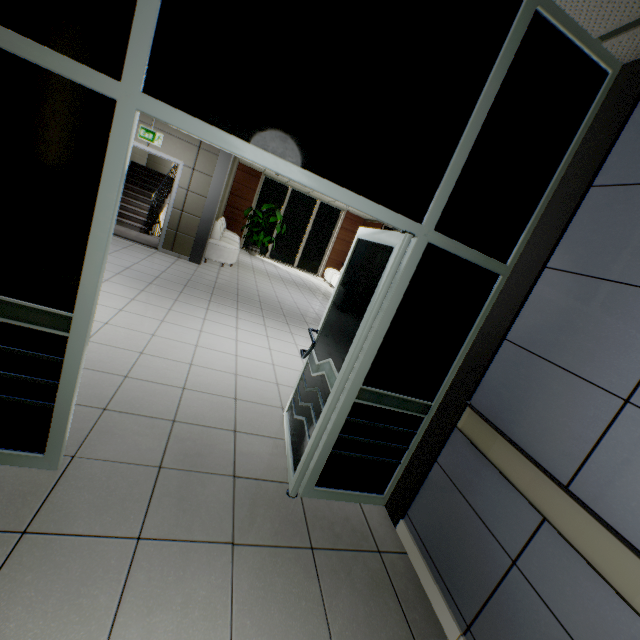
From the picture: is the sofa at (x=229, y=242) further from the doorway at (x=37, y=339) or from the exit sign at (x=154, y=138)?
the doorway at (x=37, y=339)

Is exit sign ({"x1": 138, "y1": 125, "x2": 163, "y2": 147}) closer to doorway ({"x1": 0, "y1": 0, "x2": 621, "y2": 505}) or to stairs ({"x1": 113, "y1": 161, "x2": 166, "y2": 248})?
stairs ({"x1": 113, "y1": 161, "x2": 166, "y2": 248})

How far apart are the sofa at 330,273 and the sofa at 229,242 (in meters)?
3.98

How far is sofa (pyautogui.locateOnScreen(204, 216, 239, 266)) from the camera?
8.52m

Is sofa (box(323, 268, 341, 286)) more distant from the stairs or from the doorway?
the doorway

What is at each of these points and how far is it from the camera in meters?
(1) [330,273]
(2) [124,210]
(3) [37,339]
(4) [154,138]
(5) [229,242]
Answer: (1) sofa, 13.9 m
(2) stairs, 9.4 m
(3) doorway, 1.6 m
(4) exit sign, 7.1 m
(5) sofa, 9.5 m

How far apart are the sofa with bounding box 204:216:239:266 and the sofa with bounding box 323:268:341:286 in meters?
4.0 m

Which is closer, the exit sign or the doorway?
the doorway
